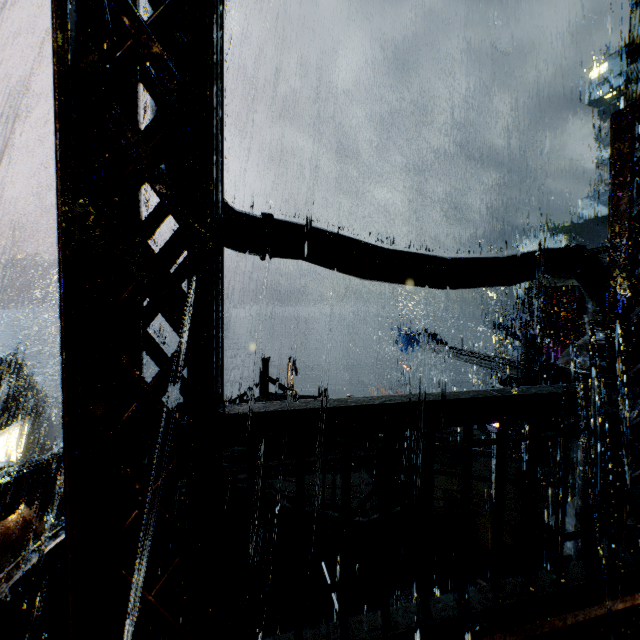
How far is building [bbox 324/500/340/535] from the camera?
9.31m

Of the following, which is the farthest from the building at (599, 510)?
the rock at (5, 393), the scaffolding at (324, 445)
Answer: the rock at (5, 393)

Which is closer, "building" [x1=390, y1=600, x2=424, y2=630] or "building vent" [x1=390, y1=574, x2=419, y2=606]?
"building" [x1=390, y1=600, x2=424, y2=630]

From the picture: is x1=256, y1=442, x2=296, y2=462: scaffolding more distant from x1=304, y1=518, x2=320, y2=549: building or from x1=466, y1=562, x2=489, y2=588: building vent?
x1=304, y1=518, x2=320, y2=549: building

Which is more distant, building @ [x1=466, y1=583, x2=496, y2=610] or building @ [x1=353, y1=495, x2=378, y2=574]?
building @ [x1=353, y1=495, x2=378, y2=574]

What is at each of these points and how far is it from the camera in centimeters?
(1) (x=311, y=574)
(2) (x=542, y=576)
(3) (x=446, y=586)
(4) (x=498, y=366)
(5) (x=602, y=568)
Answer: (1) building, 961cm
(2) building, 312cm
(3) building vent, 815cm
(4) beam, 1973cm
(5) building, 323cm

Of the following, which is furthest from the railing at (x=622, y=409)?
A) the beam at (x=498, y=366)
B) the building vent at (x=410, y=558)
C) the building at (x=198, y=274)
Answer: the beam at (x=498, y=366)

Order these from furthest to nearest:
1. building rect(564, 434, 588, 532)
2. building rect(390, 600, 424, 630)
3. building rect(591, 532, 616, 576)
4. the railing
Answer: building rect(564, 434, 588, 532), building rect(591, 532, 616, 576), building rect(390, 600, 424, 630), the railing
